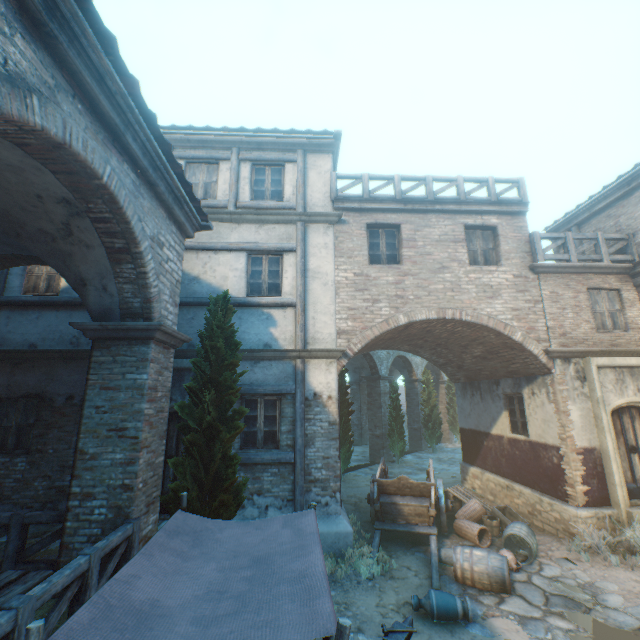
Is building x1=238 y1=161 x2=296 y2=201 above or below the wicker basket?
above

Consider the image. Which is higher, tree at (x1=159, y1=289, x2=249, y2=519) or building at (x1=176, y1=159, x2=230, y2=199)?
building at (x1=176, y1=159, x2=230, y2=199)

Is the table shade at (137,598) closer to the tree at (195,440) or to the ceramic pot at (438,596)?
the tree at (195,440)

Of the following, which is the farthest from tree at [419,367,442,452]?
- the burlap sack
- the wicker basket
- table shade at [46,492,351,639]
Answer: the wicker basket

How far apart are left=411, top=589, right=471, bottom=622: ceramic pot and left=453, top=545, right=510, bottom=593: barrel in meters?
0.9

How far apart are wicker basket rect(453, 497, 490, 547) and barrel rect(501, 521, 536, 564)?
0.33m

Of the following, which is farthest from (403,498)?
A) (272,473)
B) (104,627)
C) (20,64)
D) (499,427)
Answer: (20,64)

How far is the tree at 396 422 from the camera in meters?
18.2 m
